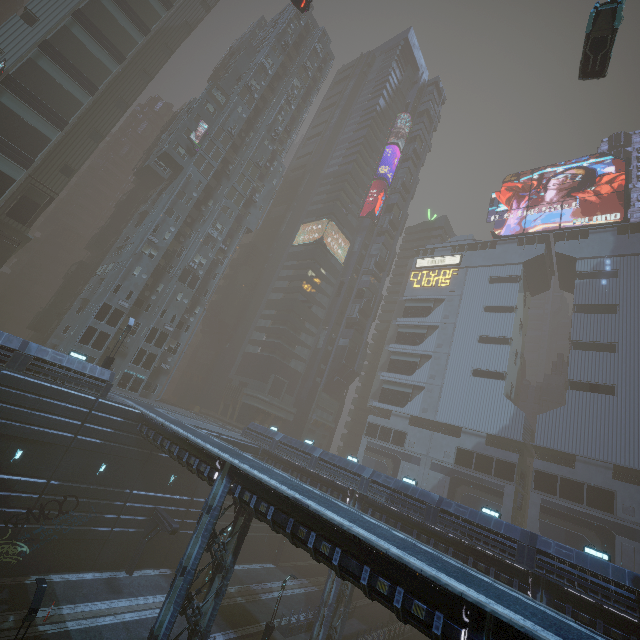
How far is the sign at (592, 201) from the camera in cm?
5200

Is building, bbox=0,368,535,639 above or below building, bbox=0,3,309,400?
below

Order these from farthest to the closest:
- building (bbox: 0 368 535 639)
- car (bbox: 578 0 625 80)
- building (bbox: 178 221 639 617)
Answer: building (bbox: 178 221 639 617) < car (bbox: 578 0 625 80) < building (bbox: 0 368 535 639)

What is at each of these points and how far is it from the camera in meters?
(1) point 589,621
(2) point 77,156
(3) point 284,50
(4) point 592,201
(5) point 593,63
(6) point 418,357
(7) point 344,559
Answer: (1) building, 17.7 m
(2) building, 38.8 m
(3) building, 55.5 m
(4) sign, 54.3 m
(5) car, 21.6 m
(6) building, 60.0 m
(7) building, 12.5 m

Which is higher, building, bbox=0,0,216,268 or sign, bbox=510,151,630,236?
sign, bbox=510,151,630,236

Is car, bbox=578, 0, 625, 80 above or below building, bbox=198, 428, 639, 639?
above

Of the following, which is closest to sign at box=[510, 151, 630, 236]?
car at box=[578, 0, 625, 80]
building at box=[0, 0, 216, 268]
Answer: building at box=[0, 0, 216, 268]

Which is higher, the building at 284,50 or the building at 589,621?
the building at 284,50
